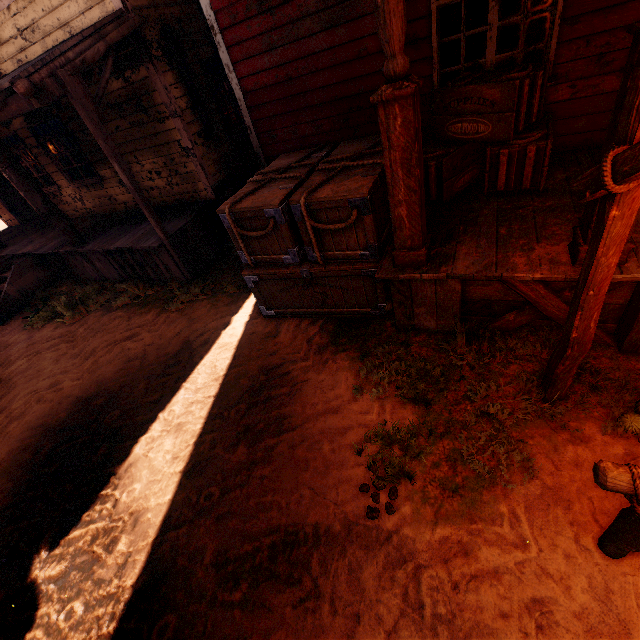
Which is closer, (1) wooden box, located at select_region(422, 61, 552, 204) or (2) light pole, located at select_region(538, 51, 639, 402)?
(2) light pole, located at select_region(538, 51, 639, 402)

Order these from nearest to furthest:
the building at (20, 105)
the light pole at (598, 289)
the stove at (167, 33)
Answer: the light pole at (598, 289)
the building at (20, 105)
the stove at (167, 33)

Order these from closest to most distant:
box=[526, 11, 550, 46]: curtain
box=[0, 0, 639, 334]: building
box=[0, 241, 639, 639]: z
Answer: box=[0, 241, 639, 639]: z → box=[0, 0, 639, 334]: building → box=[526, 11, 550, 46]: curtain

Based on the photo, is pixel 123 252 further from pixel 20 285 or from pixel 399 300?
pixel 399 300

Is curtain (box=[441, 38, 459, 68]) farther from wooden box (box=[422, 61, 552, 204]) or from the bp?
the bp

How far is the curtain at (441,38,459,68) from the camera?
4.34m

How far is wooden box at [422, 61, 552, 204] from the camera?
3.5m

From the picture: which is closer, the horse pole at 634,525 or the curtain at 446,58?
Result: the horse pole at 634,525
